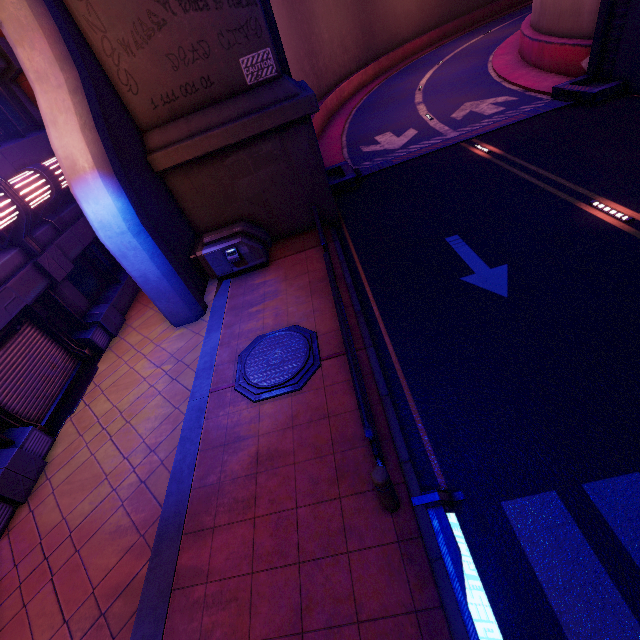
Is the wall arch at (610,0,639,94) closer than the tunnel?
Yes

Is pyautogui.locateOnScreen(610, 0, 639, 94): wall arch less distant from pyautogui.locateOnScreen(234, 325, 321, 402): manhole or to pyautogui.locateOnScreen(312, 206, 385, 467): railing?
pyautogui.locateOnScreen(312, 206, 385, 467): railing

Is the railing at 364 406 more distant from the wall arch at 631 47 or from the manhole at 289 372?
the wall arch at 631 47

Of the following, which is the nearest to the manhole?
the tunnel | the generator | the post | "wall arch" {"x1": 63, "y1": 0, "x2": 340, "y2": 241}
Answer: the post

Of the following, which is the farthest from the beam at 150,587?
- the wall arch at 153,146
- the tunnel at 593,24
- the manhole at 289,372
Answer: the tunnel at 593,24

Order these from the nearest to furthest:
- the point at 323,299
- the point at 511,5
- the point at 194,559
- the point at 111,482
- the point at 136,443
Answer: the point at 194,559 → the point at 111,482 → the point at 136,443 → the point at 323,299 → the point at 511,5

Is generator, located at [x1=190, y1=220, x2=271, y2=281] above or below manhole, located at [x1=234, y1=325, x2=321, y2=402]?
above

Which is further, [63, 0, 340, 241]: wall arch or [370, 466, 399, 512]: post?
[63, 0, 340, 241]: wall arch
